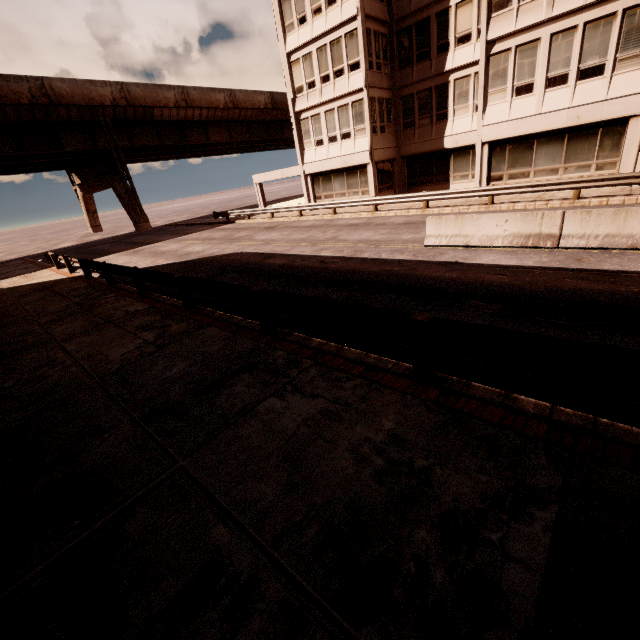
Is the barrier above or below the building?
below

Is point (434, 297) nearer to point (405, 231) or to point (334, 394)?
point (334, 394)

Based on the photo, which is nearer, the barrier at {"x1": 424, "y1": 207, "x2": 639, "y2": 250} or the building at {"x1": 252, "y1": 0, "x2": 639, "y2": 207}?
the barrier at {"x1": 424, "y1": 207, "x2": 639, "y2": 250}

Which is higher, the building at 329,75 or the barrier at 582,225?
the building at 329,75

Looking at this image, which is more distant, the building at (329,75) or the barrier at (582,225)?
the building at (329,75)
